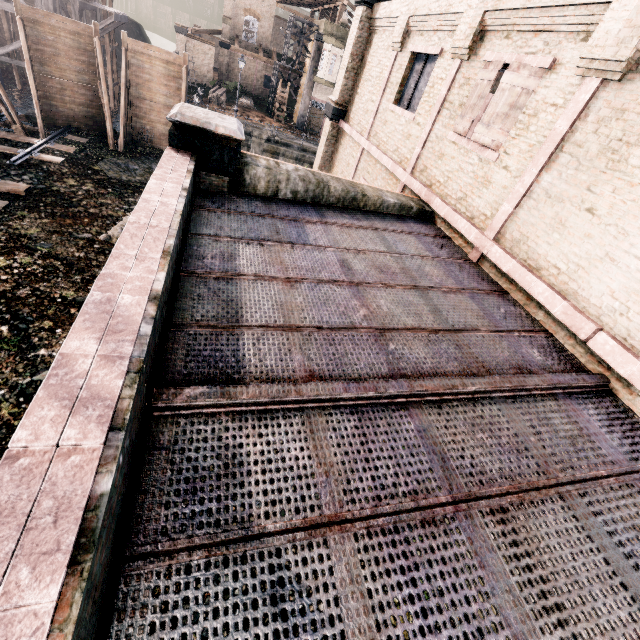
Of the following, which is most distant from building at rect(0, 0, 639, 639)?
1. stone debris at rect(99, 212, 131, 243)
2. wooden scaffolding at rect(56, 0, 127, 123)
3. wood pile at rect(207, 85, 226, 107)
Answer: wood pile at rect(207, 85, 226, 107)

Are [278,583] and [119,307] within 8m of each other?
yes

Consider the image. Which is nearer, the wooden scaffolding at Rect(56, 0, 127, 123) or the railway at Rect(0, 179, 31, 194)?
the railway at Rect(0, 179, 31, 194)

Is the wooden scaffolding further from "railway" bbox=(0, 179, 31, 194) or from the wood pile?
"railway" bbox=(0, 179, 31, 194)

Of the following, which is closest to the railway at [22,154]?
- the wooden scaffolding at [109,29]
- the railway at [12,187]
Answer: the railway at [12,187]

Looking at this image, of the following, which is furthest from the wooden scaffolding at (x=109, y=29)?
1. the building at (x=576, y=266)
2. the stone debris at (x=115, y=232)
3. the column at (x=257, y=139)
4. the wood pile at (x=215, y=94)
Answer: the stone debris at (x=115, y=232)

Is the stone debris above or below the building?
below

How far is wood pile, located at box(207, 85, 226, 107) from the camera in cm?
3626
